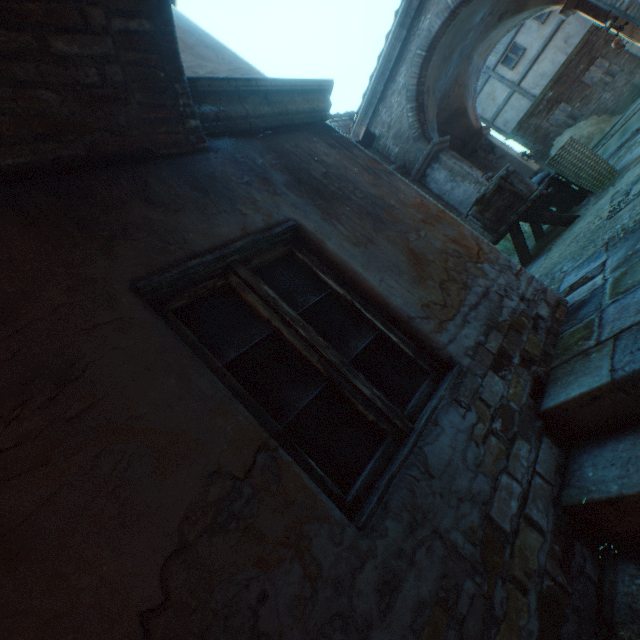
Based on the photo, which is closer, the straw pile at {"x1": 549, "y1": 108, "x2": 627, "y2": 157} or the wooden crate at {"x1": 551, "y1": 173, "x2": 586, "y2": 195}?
the wooden crate at {"x1": 551, "y1": 173, "x2": 586, "y2": 195}

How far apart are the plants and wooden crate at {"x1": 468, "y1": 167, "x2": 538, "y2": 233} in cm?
356

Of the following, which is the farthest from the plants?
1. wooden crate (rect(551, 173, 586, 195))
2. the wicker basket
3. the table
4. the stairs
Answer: the stairs

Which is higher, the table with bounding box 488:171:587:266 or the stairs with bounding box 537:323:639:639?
the table with bounding box 488:171:587:266

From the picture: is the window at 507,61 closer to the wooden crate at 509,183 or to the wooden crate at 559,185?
the wooden crate at 559,185

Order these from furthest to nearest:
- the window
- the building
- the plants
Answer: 1. the window
2. the plants
3. the building

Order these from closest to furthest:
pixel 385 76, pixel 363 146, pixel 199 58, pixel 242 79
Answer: pixel 242 79
pixel 199 58
pixel 385 76
pixel 363 146

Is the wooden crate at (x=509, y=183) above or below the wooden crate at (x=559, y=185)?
above
